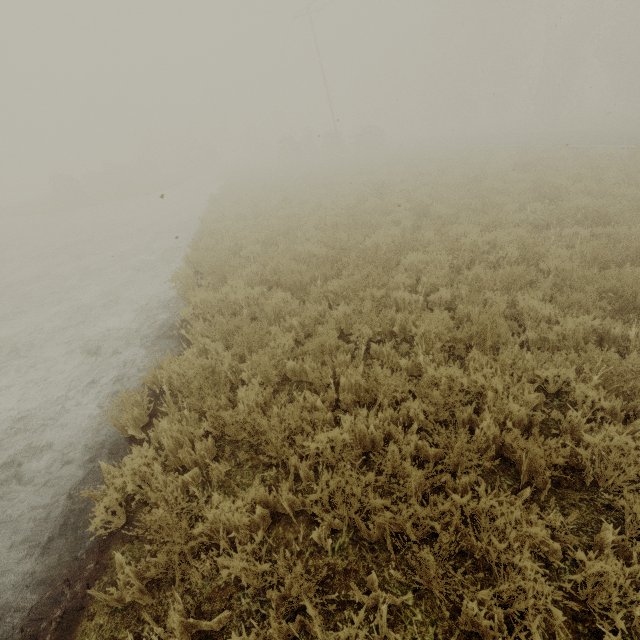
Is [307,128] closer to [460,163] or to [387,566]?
[460,163]
